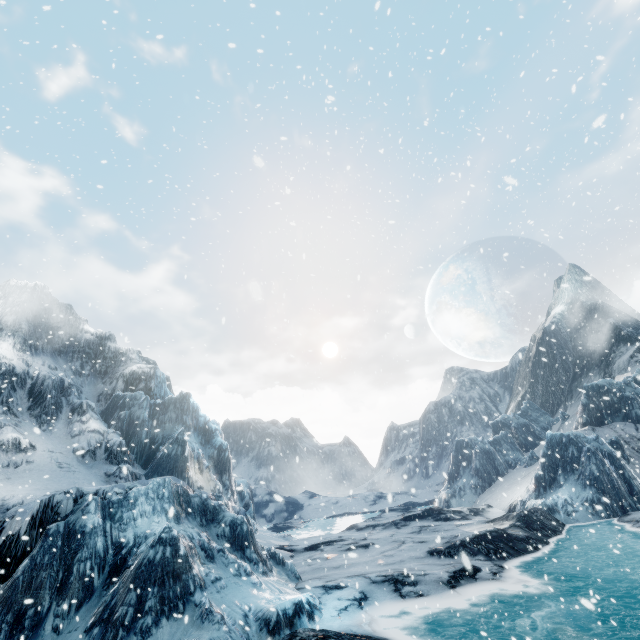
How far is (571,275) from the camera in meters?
57.2 m
